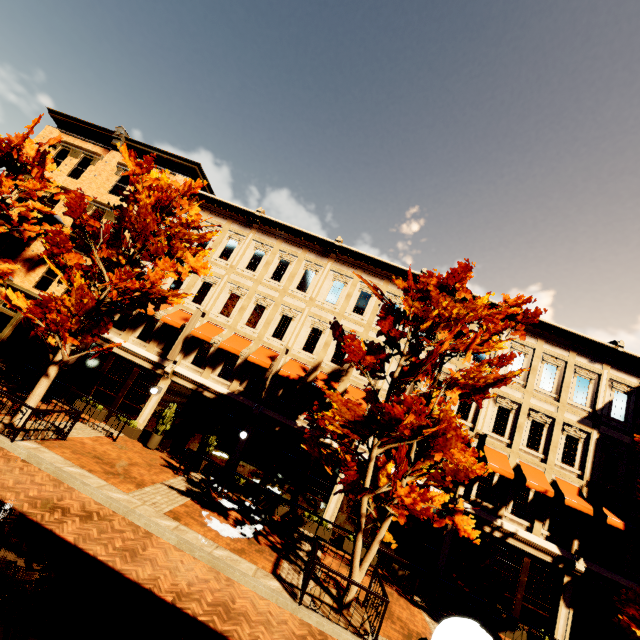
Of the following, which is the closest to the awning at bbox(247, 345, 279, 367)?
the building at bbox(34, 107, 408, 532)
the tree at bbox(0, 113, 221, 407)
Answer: the building at bbox(34, 107, 408, 532)

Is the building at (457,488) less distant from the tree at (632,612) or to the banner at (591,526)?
the banner at (591,526)

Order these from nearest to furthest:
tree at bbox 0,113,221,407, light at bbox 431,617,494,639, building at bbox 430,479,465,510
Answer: light at bbox 431,617,494,639
tree at bbox 0,113,221,407
building at bbox 430,479,465,510

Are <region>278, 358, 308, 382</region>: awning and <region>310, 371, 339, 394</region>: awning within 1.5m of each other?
yes

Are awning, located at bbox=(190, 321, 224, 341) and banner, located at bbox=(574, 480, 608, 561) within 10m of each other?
no

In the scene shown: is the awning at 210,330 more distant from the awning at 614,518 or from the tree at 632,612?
the awning at 614,518

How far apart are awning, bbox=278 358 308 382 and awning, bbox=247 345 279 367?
0.56m

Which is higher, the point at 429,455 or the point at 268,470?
the point at 429,455
